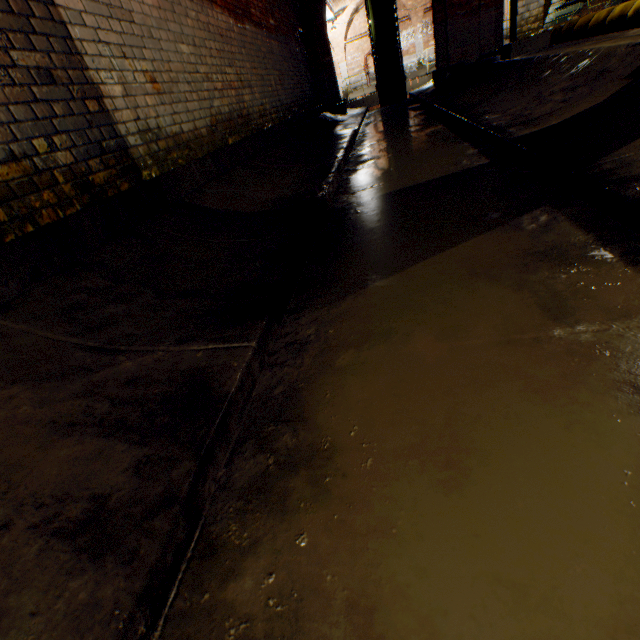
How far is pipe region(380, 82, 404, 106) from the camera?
13.6 meters

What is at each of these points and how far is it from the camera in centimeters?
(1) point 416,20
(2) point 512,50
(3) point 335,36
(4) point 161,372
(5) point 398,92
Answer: (1) support arch, 1998cm
(2) support arch, 591cm
(3) support arch, 2081cm
(4) building tunnel, 133cm
(5) pipe, 1374cm

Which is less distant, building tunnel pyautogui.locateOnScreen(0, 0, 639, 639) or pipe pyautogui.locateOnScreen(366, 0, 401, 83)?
building tunnel pyautogui.locateOnScreen(0, 0, 639, 639)

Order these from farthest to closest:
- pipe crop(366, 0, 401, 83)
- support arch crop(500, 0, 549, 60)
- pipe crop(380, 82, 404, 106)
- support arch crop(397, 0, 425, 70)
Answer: support arch crop(397, 0, 425, 70) → pipe crop(380, 82, 404, 106) → pipe crop(366, 0, 401, 83) → support arch crop(500, 0, 549, 60)

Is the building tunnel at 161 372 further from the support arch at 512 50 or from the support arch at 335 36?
the support arch at 335 36

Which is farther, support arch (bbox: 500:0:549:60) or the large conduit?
support arch (bbox: 500:0:549:60)

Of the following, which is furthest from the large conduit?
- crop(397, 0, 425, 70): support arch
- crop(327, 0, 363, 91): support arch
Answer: crop(327, 0, 363, 91): support arch

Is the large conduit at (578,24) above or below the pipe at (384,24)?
below
